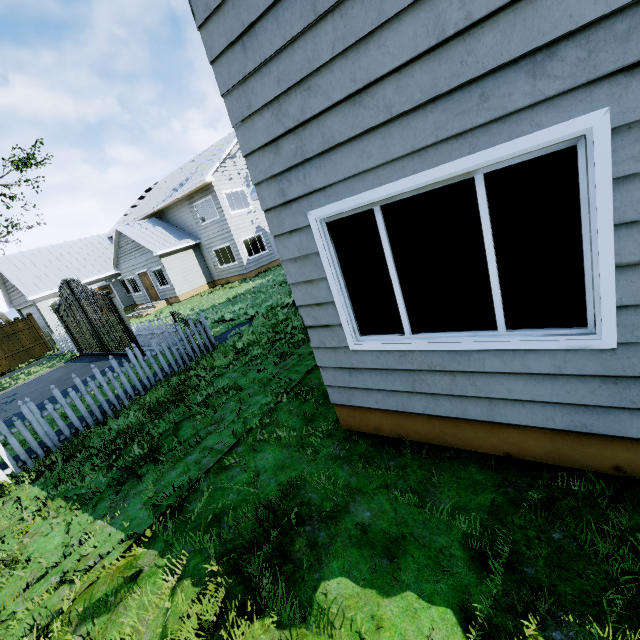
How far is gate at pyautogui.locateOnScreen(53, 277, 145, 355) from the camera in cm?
1148

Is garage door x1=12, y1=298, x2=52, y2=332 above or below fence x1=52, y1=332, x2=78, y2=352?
above

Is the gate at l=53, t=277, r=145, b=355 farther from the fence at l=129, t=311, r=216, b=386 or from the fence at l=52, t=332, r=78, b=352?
the fence at l=129, t=311, r=216, b=386

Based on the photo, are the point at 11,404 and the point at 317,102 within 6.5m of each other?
no

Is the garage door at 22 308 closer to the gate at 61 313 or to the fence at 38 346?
the fence at 38 346

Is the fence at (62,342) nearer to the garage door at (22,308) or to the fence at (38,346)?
the fence at (38,346)

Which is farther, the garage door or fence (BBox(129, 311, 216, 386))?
the garage door

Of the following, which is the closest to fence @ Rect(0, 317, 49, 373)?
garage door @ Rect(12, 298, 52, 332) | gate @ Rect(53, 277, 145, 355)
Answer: garage door @ Rect(12, 298, 52, 332)
